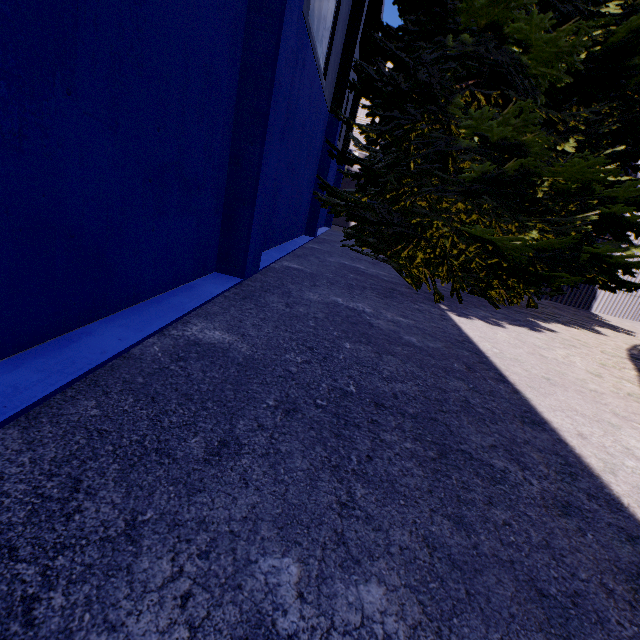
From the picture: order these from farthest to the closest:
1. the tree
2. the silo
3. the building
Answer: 1. the silo
2. the tree
3. the building

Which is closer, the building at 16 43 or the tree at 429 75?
the building at 16 43

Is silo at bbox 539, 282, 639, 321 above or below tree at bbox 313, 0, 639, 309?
below

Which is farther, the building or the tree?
the tree

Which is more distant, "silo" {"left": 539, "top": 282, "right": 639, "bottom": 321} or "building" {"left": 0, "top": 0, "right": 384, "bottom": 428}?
"silo" {"left": 539, "top": 282, "right": 639, "bottom": 321}

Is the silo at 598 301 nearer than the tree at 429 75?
No

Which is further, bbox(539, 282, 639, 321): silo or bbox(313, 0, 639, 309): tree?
bbox(539, 282, 639, 321): silo

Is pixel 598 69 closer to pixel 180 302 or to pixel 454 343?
pixel 454 343
